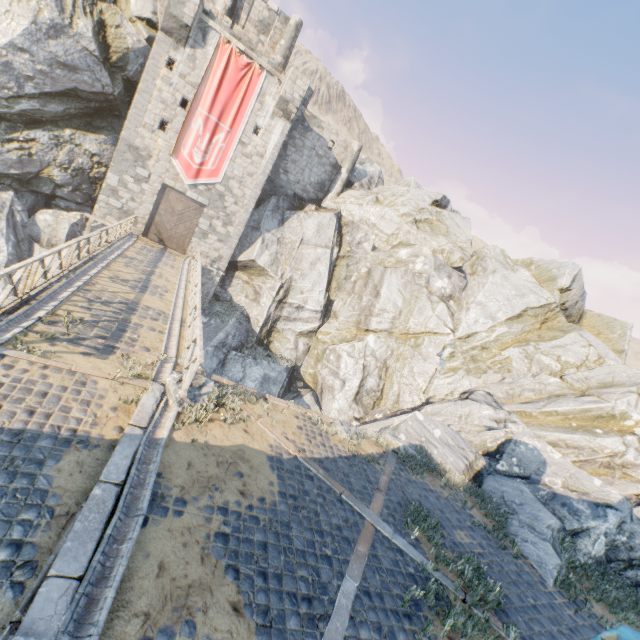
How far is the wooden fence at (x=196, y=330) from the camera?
7.8m

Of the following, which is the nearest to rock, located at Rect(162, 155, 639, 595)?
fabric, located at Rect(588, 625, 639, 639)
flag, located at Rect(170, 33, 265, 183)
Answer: flag, located at Rect(170, 33, 265, 183)

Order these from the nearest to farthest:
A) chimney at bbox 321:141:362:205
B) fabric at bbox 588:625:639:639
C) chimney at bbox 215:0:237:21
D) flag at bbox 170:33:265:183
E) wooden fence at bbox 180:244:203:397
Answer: fabric at bbox 588:625:639:639 → wooden fence at bbox 180:244:203:397 → flag at bbox 170:33:265:183 → chimney at bbox 215:0:237:21 → chimney at bbox 321:141:362:205

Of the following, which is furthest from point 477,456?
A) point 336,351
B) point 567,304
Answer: point 567,304

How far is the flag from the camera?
20.3 meters

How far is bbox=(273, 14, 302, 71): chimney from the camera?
24.9m

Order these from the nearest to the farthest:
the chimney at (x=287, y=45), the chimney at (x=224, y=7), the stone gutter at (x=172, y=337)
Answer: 1. the stone gutter at (x=172, y=337)
2. the chimney at (x=224, y=7)
3. the chimney at (x=287, y=45)

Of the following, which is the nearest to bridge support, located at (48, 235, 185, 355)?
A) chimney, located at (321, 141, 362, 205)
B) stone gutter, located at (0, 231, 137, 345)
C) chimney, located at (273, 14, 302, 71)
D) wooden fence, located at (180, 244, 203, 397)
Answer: stone gutter, located at (0, 231, 137, 345)
